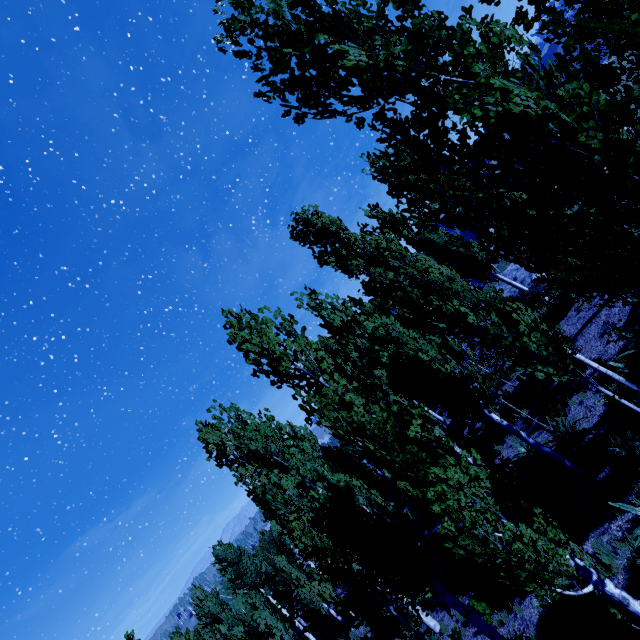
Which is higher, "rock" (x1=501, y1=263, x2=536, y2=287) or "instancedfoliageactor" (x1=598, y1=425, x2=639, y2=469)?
"rock" (x1=501, y1=263, x2=536, y2=287)

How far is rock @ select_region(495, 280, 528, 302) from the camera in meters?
18.7

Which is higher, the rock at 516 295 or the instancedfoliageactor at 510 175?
the instancedfoliageactor at 510 175

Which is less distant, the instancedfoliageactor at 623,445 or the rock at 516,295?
the instancedfoliageactor at 623,445

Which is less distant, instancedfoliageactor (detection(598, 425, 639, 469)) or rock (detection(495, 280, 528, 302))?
instancedfoliageactor (detection(598, 425, 639, 469))

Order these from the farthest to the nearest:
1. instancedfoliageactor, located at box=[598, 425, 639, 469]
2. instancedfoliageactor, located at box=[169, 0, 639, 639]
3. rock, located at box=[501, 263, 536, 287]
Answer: rock, located at box=[501, 263, 536, 287]
instancedfoliageactor, located at box=[598, 425, 639, 469]
instancedfoliageactor, located at box=[169, 0, 639, 639]

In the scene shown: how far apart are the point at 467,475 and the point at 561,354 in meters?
4.4 m
